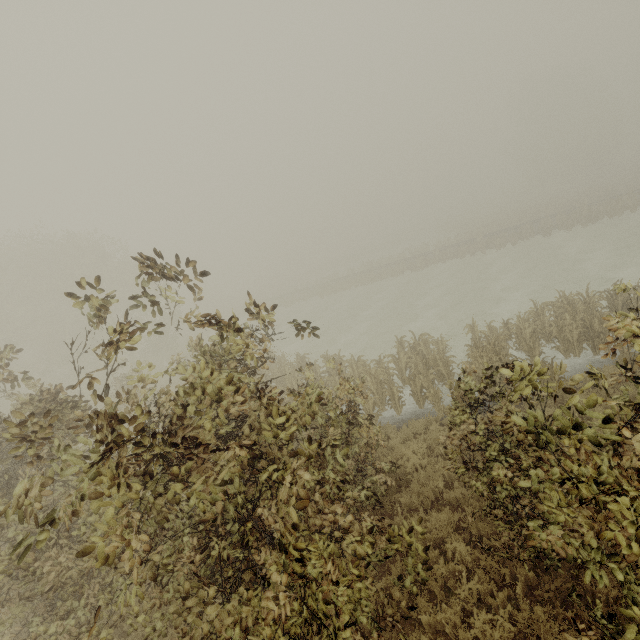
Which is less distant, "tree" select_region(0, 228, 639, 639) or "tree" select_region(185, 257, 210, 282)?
"tree" select_region(0, 228, 639, 639)

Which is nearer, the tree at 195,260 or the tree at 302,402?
the tree at 302,402

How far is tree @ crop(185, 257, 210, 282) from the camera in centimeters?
365cm

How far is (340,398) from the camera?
7.6 meters

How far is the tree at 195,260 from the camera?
3.65m
